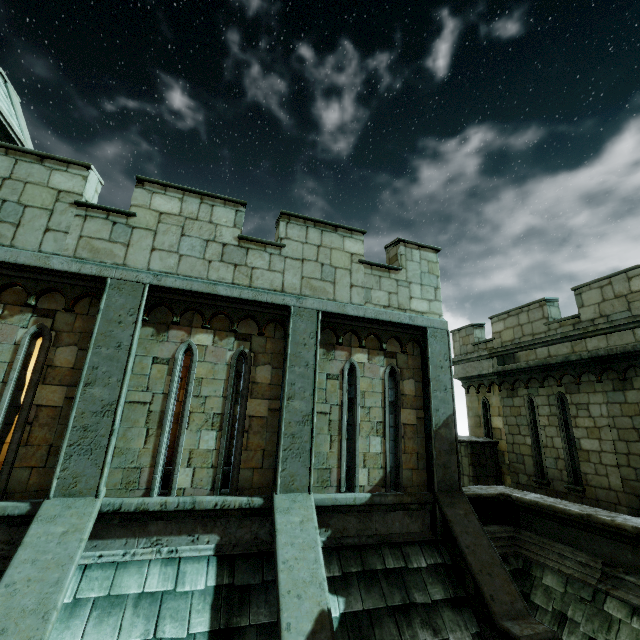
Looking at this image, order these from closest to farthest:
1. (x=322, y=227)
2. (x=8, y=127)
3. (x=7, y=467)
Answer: (x=7, y=467) < (x=322, y=227) < (x=8, y=127)

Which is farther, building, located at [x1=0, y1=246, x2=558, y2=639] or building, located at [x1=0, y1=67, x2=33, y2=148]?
building, located at [x1=0, y1=67, x2=33, y2=148]

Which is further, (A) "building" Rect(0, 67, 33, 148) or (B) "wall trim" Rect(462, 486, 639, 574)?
(A) "building" Rect(0, 67, 33, 148)

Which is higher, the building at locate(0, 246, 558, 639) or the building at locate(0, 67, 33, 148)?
the building at locate(0, 67, 33, 148)

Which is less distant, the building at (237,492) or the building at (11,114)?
the building at (237,492)

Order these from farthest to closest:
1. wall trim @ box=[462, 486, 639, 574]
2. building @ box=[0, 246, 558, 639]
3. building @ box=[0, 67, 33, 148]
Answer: building @ box=[0, 67, 33, 148]
wall trim @ box=[462, 486, 639, 574]
building @ box=[0, 246, 558, 639]

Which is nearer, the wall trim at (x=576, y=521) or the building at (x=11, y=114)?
the wall trim at (x=576, y=521)
